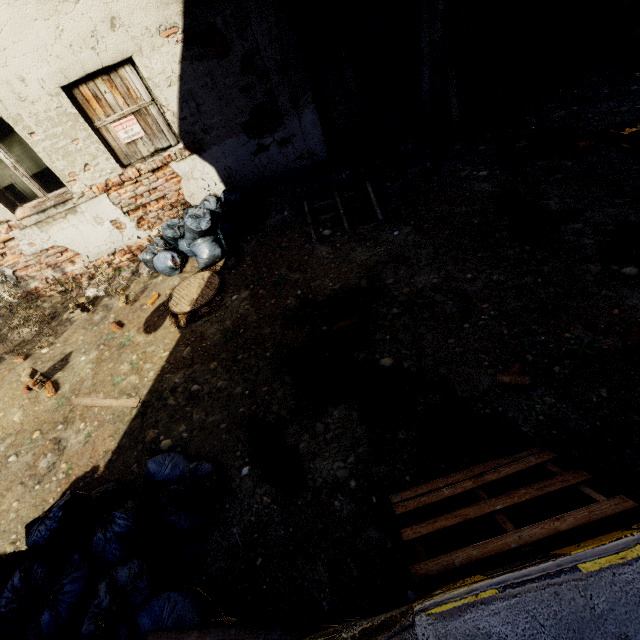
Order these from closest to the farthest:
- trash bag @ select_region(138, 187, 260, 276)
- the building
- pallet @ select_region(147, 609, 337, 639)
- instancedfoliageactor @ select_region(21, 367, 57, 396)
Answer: the building
pallet @ select_region(147, 609, 337, 639)
instancedfoliageactor @ select_region(21, 367, 57, 396)
trash bag @ select_region(138, 187, 260, 276)

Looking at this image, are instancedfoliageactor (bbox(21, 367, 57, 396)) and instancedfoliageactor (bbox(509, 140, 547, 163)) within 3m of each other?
no

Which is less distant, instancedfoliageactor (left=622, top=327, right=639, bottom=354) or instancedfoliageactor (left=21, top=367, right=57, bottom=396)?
instancedfoliageactor (left=622, top=327, right=639, bottom=354)

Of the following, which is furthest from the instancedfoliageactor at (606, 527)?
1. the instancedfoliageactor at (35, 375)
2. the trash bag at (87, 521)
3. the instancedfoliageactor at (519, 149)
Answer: the instancedfoliageactor at (35, 375)

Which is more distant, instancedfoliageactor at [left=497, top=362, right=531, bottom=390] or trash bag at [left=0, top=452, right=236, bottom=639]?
instancedfoliageactor at [left=497, top=362, right=531, bottom=390]

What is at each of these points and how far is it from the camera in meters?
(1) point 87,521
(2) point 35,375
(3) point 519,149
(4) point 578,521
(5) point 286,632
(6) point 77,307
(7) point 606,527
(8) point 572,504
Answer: (1) trash bag, 2.7
(2) instancedfoliageactor, 4.5
(3) instancedfoliageactor, 4.6
(4) pallet, 1.6
(5) pallet, 1.7
(6) instancedfoliageactor, 5.5
(7) instancedfoliageactor, 1.9
(8) instancedfoliageactor, 2.1

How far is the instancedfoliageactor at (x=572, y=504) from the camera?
2.02m

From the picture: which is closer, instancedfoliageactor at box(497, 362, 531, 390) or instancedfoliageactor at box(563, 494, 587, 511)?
instancedfoliageactor at box(563, 494, 587, 511)
